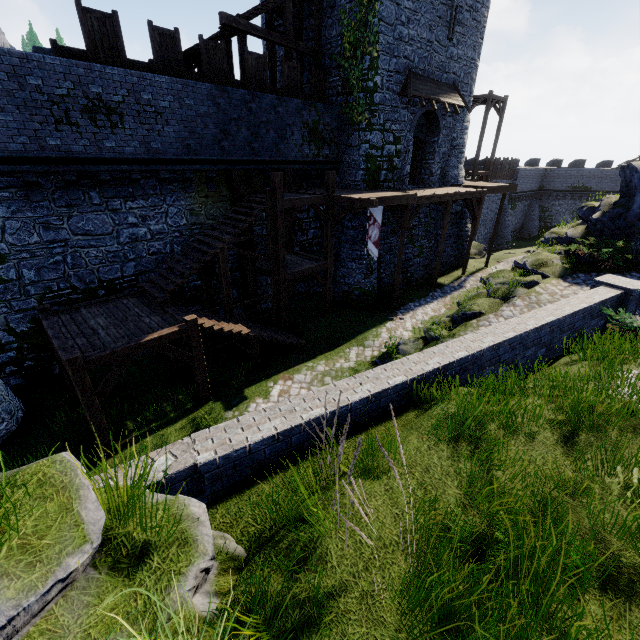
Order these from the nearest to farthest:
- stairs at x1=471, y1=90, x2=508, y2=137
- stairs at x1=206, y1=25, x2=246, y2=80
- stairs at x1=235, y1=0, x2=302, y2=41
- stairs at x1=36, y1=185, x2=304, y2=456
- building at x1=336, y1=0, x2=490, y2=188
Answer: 1. stairs at x1=36, y1=185, x2=304, y2=456
2. stairs at x1=206, y1=25, x2=246, y2=80
3. stairs at x1=235, y1=0, x2=302, y2=41
4. building at x1=336, y1=0, x2=490, y2=188
5. stairs at x1=471, y1=90, x2=508, y2=137

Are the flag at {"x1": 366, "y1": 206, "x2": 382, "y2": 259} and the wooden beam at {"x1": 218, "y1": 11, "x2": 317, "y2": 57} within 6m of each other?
no

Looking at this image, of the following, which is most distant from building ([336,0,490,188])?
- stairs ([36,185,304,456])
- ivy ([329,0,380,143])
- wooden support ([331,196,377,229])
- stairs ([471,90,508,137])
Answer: stairs ([36,185,304,456])

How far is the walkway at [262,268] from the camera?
14.5m

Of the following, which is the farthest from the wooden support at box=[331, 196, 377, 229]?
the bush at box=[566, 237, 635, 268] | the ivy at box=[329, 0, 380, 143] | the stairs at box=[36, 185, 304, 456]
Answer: the bush at box=[566, 237, 635, 268]

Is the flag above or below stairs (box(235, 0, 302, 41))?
below

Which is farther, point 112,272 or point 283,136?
point 283,136

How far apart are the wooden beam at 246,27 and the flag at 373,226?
8.79m
